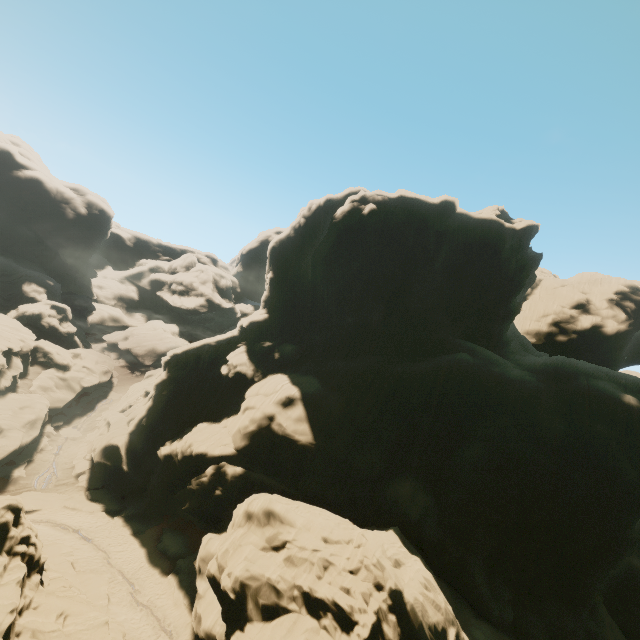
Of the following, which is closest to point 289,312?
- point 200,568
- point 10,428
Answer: point 200,568

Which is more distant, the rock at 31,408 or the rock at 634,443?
the rock at 31,408

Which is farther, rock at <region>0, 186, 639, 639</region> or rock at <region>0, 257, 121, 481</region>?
rock at <region>0, 257, 121, 481</region>
